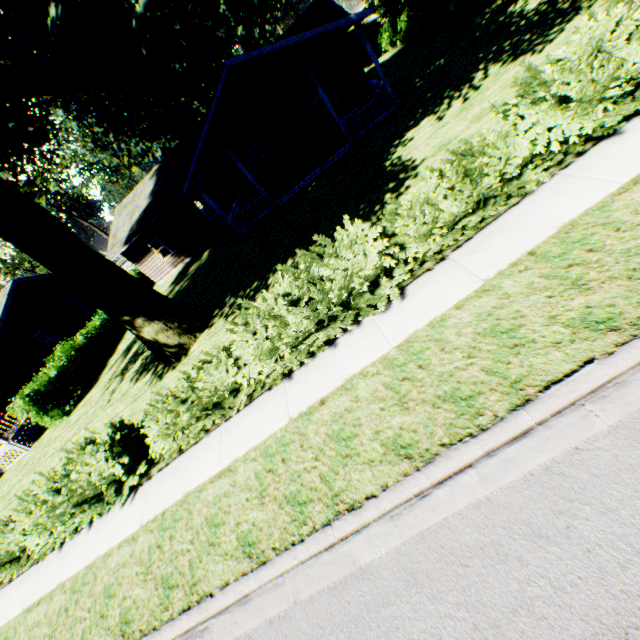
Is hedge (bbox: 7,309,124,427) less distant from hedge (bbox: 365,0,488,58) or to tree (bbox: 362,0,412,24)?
tree (bbox: 362,0,412,24)

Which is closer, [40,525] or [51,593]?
[51,593]

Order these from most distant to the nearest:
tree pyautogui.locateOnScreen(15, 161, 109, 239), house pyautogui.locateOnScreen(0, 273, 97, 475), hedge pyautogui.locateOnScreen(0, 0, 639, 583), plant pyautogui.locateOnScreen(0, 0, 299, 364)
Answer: tree pyautogui.locateOnScreen(15, 161, 109, 239) → house pyautogui.locateOnScreen(0, 273, 97, 475) → plant pyautogui.locateOnScreen(0, 0, 299, 364) → hedge pyautogui.locateOnScreen(0, 0, 639, 583)

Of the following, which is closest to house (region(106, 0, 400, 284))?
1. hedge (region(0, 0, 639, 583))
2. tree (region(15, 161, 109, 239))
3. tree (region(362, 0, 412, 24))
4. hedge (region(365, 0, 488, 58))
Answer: tree (region(362, 0, 412, 24))

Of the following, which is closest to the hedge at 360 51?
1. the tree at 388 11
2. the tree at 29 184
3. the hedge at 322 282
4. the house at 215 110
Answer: the tree at 388 11

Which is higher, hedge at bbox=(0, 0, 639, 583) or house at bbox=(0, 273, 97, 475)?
house at bbox=(0, 273, 97, 475)

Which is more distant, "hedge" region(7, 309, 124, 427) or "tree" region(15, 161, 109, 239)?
"tree" region(15, 161, 109, 239)

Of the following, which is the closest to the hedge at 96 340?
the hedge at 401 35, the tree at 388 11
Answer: the tree at 388 11
